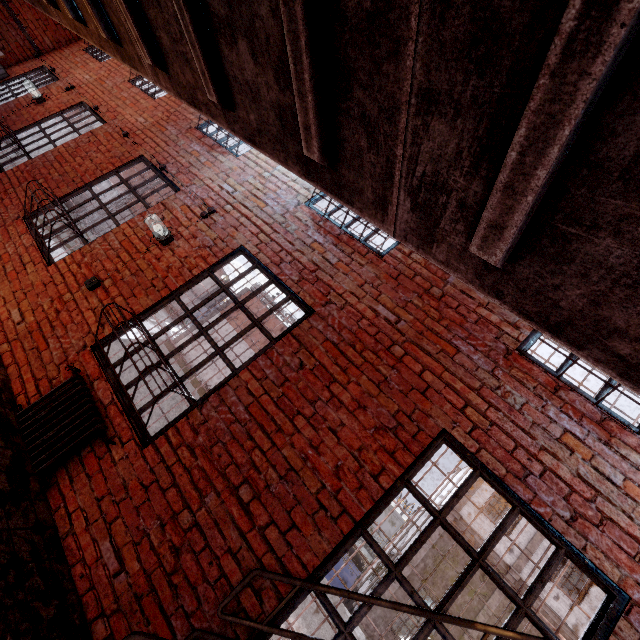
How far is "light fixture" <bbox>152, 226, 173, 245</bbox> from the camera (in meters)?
4.02

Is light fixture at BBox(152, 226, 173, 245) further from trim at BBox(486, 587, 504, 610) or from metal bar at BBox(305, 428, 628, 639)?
trim at BBox(486, 587, 504, 610)

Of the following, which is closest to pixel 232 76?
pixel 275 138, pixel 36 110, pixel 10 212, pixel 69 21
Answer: pixel 275 138

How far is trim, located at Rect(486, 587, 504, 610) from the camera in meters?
12.7 m

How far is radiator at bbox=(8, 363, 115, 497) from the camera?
2.71m

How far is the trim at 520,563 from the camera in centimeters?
1301cm

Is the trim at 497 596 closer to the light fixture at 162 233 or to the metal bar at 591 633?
the metal bar at 591 633
